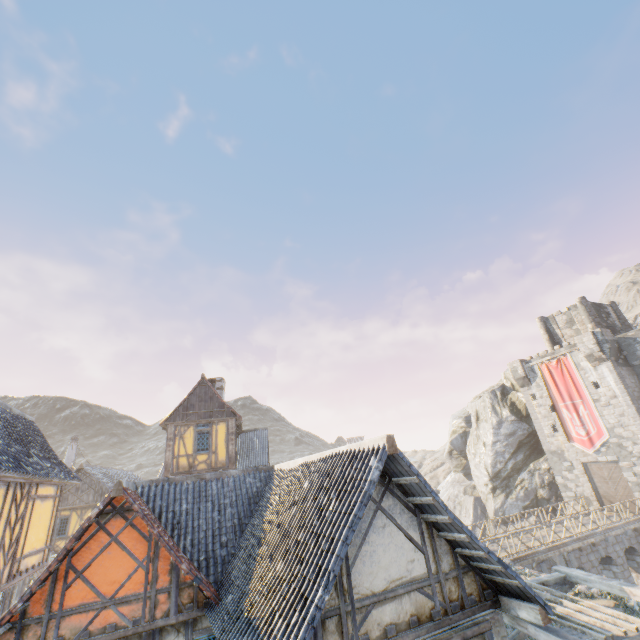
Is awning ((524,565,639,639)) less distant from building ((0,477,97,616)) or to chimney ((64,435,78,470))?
building ((0,477,97,616))

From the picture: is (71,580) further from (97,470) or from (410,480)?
(97,470)

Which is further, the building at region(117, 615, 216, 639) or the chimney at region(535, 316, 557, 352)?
the chimney at region(535, 316, 557, 352)

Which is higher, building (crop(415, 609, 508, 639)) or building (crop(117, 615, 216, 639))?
building (crop(415, 609, 508, 639))

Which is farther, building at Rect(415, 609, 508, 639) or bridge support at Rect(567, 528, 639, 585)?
bridge support at Rect(567, 528, 639, 585)

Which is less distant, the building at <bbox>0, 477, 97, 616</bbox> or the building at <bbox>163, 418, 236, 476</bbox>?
the building at <bbox>0, 477, 97, 616</bbox>

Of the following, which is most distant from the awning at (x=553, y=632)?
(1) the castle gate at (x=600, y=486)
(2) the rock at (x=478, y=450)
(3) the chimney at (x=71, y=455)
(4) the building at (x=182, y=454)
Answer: (3) the chimney at (x=71, y=455)

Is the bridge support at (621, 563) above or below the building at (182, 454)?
below
